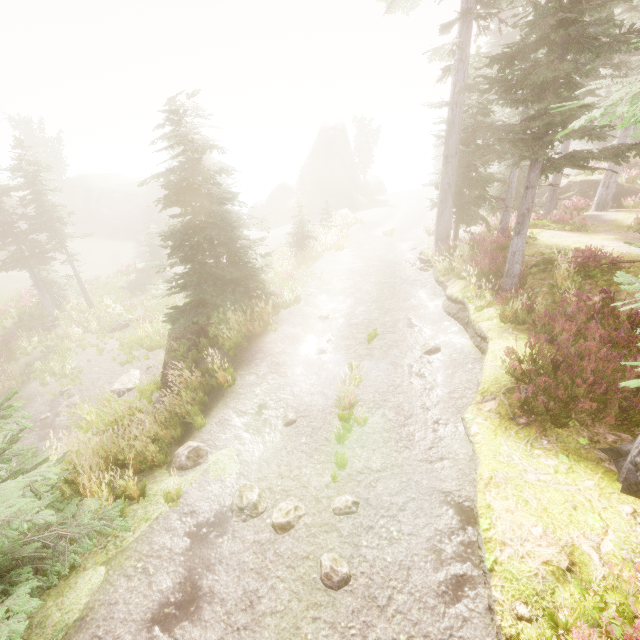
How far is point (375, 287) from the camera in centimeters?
1421cm

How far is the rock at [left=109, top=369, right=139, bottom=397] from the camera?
14.8m

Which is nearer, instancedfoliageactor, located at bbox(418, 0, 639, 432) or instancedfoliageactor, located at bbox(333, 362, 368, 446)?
instancedfoliageactor, located at bbox(418, 0, 639, 432)

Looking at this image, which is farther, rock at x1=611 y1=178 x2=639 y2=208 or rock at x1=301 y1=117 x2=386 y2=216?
rock at x1=301 y1=117 x2=386 y2=216

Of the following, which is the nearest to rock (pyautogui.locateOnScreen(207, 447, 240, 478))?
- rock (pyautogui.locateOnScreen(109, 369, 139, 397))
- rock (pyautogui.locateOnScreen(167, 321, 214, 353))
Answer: rock (pyautogui.locateOnScreen(167, 321, 214, 353))

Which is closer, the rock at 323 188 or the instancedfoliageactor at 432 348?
the instancedfoliageactor at 432 348

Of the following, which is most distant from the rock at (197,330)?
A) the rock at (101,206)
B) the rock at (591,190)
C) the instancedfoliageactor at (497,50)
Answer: the rock at (101,206)

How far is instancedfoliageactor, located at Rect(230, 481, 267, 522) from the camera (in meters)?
5.60
